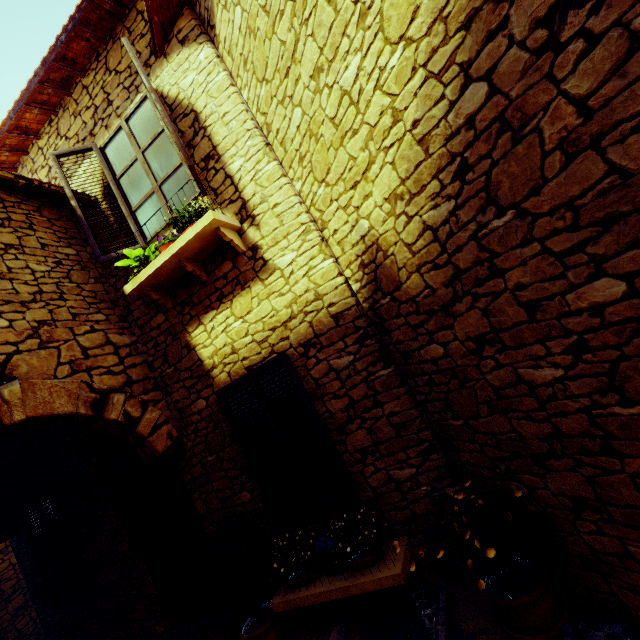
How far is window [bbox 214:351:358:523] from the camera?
3.39m

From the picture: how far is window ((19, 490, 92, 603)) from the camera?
5.1m

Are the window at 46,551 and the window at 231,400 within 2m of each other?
no

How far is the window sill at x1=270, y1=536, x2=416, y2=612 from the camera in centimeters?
285cm

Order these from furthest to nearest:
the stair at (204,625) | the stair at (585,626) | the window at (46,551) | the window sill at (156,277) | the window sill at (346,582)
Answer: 1. the window at (46,551)
2. the stair at (204,625)
3. the window sill at (156,277)
4. the window sill at (346,582)
5. the stair at (585,626)

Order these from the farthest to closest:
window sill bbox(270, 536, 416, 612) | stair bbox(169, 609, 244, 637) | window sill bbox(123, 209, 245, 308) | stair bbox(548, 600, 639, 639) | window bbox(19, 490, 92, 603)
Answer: window bbox(19, 490, 92, 603) → stair bbox(169, 609, 244, 637) → window sill bbox(123, 209, 245, 308) → window sill bbox(270, 536, 416, 612) → stair bbox(548, 600, 639, 639)

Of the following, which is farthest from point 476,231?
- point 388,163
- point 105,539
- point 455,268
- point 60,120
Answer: point 105,539

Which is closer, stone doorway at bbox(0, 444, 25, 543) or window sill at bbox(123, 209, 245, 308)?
window sill at bbox(123, 209, 245, 308)
